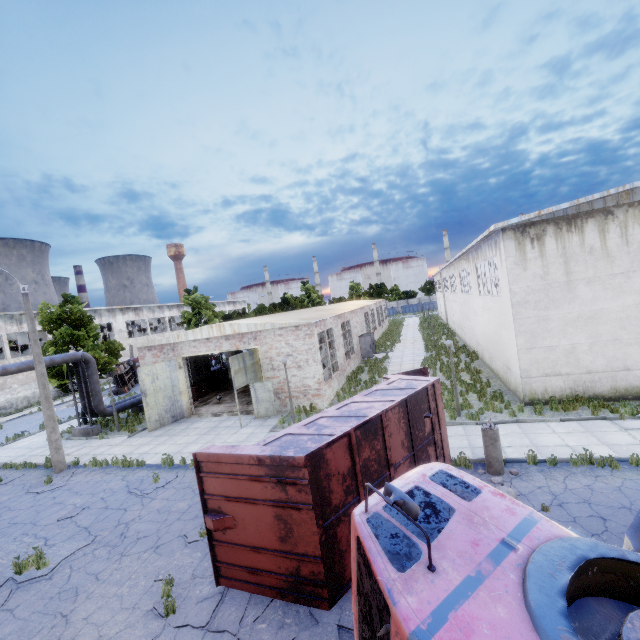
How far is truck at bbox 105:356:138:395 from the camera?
32.47m

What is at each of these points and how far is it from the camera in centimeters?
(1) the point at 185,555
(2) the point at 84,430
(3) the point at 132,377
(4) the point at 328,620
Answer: (1) asphalt debris, 827cm
(2) pipe holder, 1997cm
(3) truck, 3700cm
(4) asphalt debris, 599cm

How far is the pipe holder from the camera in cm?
1991

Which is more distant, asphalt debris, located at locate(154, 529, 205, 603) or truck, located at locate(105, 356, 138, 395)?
truck, located at locate(105, 356, 138, 395)

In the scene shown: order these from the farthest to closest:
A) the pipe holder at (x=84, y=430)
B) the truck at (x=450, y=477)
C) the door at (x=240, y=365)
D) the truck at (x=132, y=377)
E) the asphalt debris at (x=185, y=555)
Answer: the truck at (x=132, y=377) < the pipe holder at (x=84, y=430) < the door at (x=240, y=365) < the asphalt debris at (x=185, y=555) < the truck at (x=450, y=477)

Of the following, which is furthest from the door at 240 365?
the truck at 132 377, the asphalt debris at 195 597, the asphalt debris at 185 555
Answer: the truck at 132 377

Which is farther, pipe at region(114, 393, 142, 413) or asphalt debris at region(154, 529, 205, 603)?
pipe at region(114, 393, 142, 413)

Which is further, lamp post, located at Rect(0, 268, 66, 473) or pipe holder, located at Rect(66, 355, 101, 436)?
pipe holder, located at Rect(66, 355, 101, 436)
